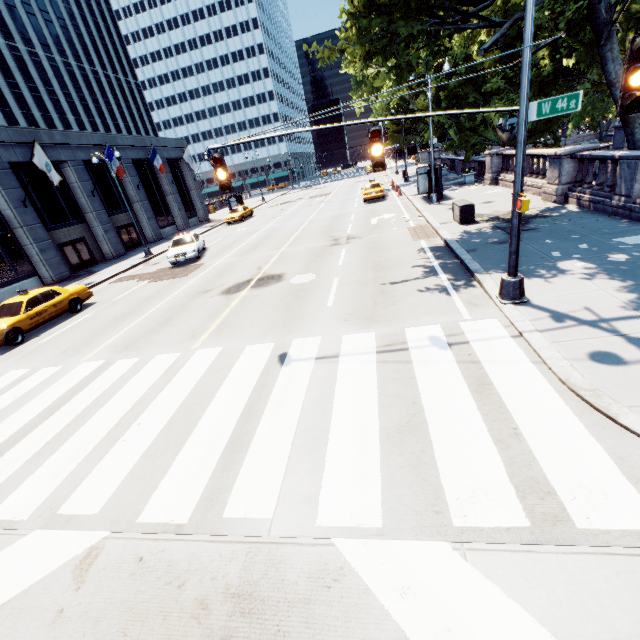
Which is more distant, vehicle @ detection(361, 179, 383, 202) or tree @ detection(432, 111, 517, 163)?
vehicle @ detection(361, 179, 383, 202)

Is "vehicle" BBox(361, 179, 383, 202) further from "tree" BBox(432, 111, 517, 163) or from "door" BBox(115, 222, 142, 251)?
"door" BBox(115, 222, 142, 251)

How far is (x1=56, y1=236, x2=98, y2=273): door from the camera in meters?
24.3

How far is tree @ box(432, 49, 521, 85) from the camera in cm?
2106

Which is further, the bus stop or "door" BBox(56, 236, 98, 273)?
"door" BBox(56, 236, 98, 273)

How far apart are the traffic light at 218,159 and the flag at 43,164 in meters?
19.2

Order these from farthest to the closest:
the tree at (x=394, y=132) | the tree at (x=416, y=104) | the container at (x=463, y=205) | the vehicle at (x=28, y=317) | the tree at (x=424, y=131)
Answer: the tree at (x=394, y=132)
the tree at (x=424, y=131)
the tree at (x=416, y=104)
the container at (x=463, y=205)
the vehicle at (x=28, y=317)

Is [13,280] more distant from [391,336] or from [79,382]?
[391,336]
